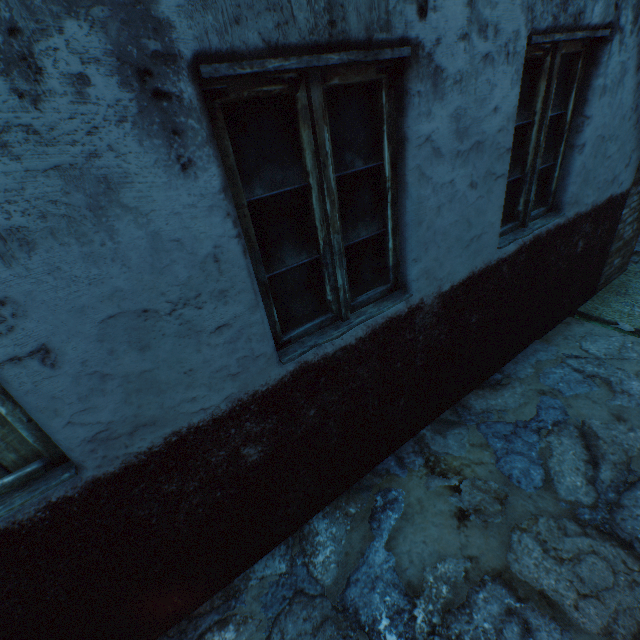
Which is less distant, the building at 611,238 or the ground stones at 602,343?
the building at 611,238

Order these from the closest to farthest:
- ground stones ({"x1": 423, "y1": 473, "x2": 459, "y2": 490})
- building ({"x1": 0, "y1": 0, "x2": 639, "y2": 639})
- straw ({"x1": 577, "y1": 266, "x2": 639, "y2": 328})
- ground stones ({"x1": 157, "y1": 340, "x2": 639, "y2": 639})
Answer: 1. building ({"x1": 0, "y1": 0, "x2": 639, "y2": 639})
2. ground stones ({"x1": 157, "y1": 340, "x2": 639, "y2": 639})
3. ground stones ({"x1": 423, "y1": 473, "x2": 459, "y2": 490})
4. straw ({"x1": 577, "y1": 266, "x2": 639, "y2": 328})

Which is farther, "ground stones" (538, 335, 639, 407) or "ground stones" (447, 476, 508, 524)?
"ground stones" (538, 335, 639, 407)

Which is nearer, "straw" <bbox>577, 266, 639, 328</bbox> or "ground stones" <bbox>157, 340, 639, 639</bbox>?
"ground stones" <bbox>157, 340, 639, 639</bbox>

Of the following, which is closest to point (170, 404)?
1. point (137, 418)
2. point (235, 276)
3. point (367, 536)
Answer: point (137, 418)

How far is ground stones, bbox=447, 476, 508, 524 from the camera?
2.3m

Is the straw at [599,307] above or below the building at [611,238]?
below
